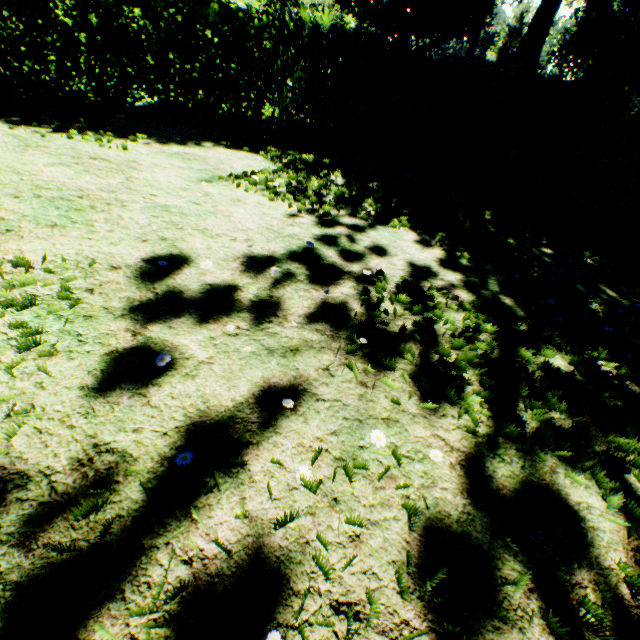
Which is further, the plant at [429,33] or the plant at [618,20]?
the plant at [429,33]

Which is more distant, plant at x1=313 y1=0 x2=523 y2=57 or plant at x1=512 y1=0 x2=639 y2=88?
plant at x1=313 y1=0 x2=523 y2=57

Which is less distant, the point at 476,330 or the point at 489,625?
the point at 489,625
